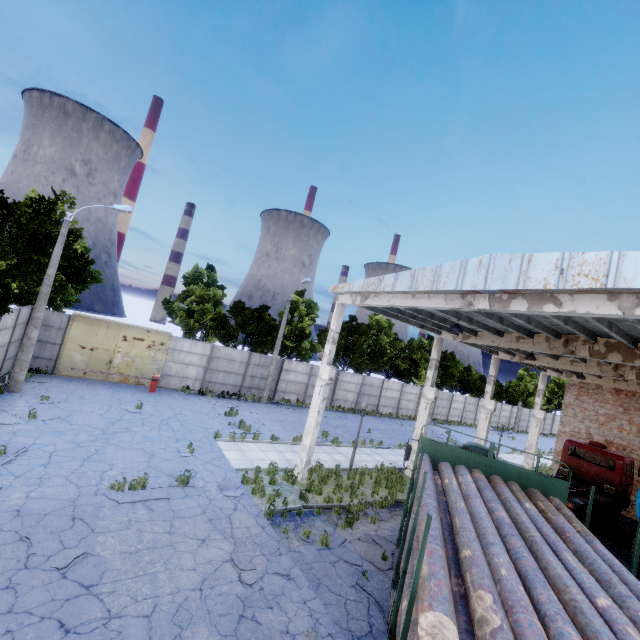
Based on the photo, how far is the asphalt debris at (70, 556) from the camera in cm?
648

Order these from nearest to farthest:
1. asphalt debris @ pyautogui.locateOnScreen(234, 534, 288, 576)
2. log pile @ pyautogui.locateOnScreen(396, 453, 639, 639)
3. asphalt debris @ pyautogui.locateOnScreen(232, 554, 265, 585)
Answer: log pile @ pyautogui.locateOnScreen(396, 453, 639, 639) → asphalt debris @ pyautogui.locateOnScreen(232, 554, 265, 585) → asphalt debris @ pyautogui.locateOnScreen(234, 534, 288, 576)

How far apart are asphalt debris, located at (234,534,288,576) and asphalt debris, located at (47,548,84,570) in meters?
3.2 m

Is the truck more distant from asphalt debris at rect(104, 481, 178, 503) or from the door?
the door

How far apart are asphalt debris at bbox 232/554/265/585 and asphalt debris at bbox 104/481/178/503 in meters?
2.6

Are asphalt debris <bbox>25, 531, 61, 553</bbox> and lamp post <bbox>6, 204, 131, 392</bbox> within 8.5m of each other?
no

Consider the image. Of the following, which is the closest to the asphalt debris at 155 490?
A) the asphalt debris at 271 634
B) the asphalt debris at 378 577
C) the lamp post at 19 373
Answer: the asphalt debris at 378 577

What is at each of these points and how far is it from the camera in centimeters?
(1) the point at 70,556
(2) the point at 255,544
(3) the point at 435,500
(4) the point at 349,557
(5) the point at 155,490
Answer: (1) asphalt debris, 677cm
(2) asphalt debris, 861cm
(3) log pile, 529cm
(4) asphalt debris, 905cm
(5) asphalt debris, 995cm
